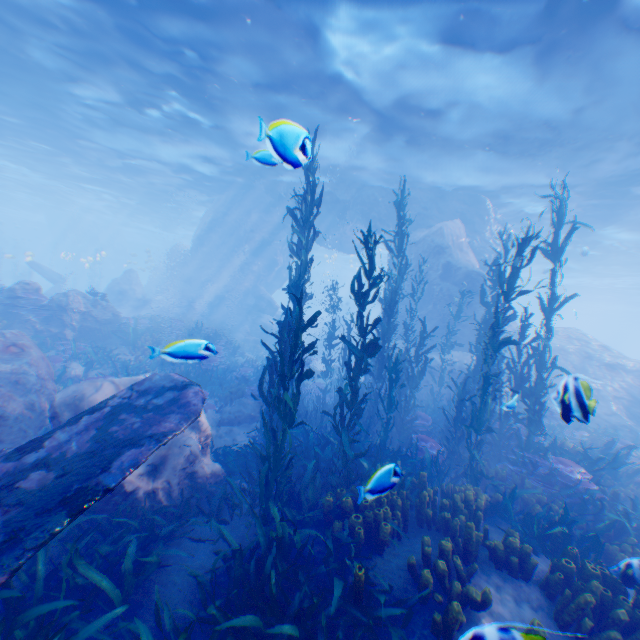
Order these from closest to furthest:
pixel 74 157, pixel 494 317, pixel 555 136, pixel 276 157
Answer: pixel 276 157 → pixel 494 317 → pixel 555 136 → pixel 74 157

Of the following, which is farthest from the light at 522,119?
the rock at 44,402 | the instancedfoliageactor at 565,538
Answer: the instancedfoliageactor at 565,538

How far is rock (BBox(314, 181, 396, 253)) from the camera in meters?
20.4

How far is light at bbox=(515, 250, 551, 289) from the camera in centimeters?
3098cm

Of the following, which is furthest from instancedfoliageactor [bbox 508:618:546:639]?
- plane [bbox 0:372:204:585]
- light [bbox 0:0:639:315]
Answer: light [bbox 0:0:639:315]

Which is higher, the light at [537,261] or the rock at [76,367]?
the light at [537,261]

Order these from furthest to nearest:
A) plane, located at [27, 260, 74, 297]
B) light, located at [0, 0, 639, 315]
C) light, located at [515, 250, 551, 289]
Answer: light, located at [515, 250, 551, 289] < plane, located at [27, 260, 74, 297] < light, located at [0, 0, 639, 315]
